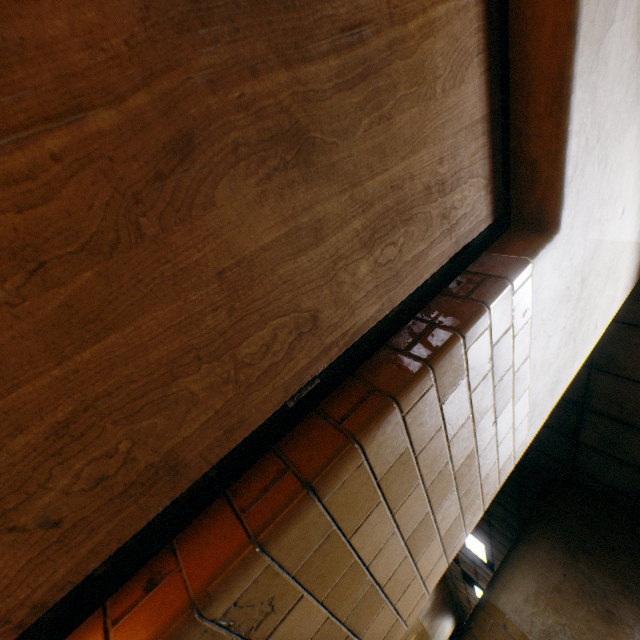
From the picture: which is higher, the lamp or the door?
the lamp

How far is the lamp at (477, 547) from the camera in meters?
8.9

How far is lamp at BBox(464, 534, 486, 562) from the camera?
8.9 meters

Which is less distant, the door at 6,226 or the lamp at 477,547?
the door at 6,226

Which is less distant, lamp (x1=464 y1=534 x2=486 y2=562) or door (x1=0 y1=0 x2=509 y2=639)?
door (x1=0 y1=0 x2=509 y2=639)

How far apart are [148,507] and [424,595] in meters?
1.3
